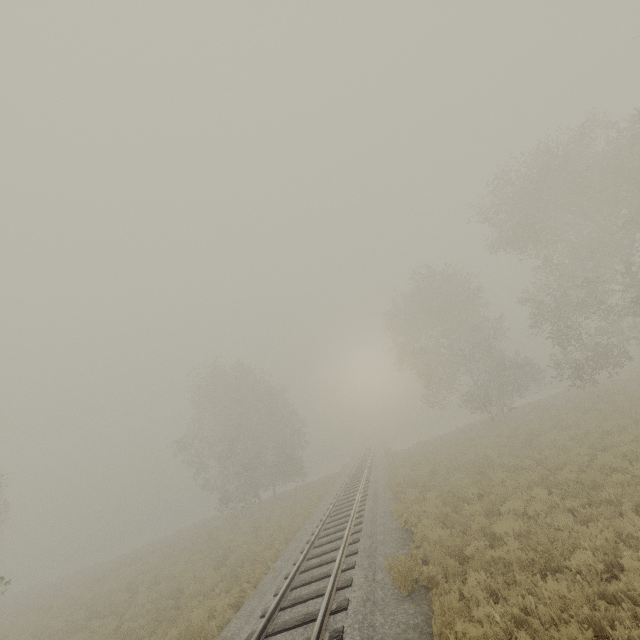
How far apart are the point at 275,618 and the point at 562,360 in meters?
24.5 m

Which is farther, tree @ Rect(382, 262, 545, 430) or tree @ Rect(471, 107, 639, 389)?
tree @ Rect(382, 262, 545, 430)

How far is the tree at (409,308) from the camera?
29.0m

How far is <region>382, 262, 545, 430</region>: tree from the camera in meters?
29.0 m

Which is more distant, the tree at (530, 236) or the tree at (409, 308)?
the tree at (409, 308)
